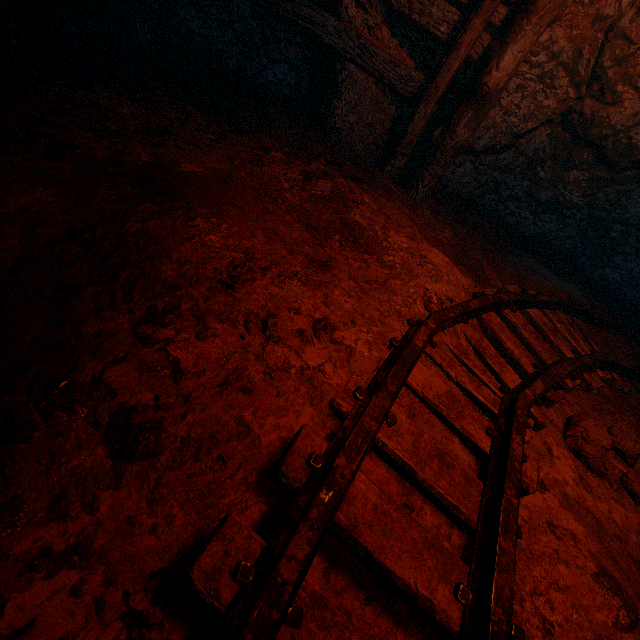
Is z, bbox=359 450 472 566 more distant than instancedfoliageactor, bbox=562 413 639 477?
No

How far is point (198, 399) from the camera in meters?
1.3

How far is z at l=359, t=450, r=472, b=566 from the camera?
1.4 meters

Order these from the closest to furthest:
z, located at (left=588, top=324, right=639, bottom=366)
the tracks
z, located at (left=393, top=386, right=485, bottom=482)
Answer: the tracks, z, located at (left=393, top=386, right=485, bottom=482), z, located at (left=588, top=324, right=639, bottom=366)

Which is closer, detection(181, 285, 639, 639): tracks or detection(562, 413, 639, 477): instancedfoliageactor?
detection(181, 285, 639, 639): tracks

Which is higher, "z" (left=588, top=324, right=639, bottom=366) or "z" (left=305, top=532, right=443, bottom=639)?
"z" (left=588, top=324, right=639, bottom=366)

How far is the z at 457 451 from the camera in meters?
1.7
